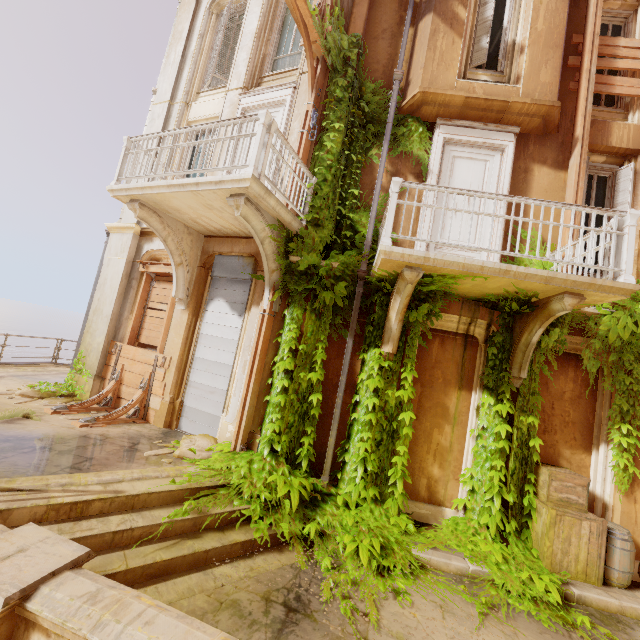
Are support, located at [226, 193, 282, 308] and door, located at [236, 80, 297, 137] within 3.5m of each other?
yes

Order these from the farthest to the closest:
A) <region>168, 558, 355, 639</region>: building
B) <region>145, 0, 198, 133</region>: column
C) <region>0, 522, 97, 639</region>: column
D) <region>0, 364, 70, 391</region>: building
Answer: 1. <region>145, 0, 198, 133</region>: column
2. <region>0, 364, 70, 391</region>: building
3. <region>168, 558, 355, 639</region>: building
4. <region>0, 522, 97, 639</region>: column

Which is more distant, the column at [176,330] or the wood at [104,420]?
the column at [176,330]

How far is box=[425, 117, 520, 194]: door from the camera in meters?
6.6

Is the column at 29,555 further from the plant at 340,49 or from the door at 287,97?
the door at 287,97

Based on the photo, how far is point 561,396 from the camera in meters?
6.1

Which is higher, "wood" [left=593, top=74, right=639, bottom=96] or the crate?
"wood" [left=593, top=74, right=639, bottom=96]

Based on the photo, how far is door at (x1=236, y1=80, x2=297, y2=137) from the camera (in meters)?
7.41
